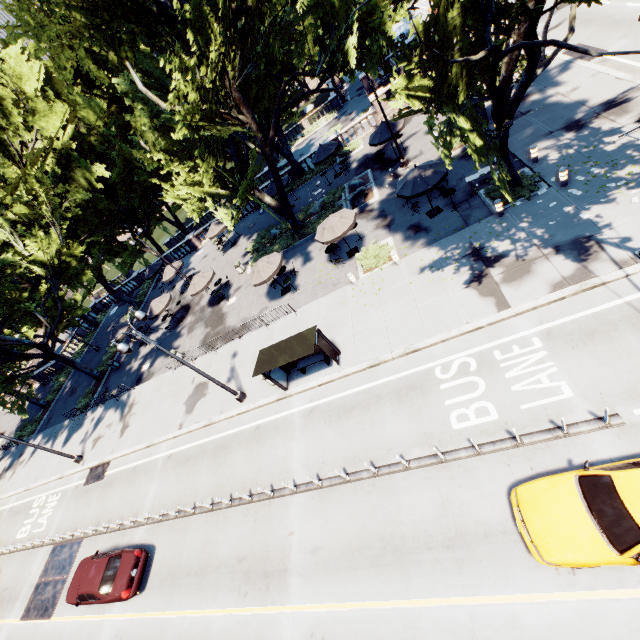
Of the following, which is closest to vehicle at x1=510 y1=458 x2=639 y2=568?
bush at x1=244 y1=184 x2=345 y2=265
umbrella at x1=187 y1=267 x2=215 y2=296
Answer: bush at x1=244 y1=184 x2=345 y2=265

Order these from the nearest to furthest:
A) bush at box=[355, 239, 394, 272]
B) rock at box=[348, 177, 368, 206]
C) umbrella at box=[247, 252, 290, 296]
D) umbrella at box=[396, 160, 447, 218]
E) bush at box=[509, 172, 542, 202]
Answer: bush at box=[509, 172, 542, 202] → umbrella at box=[396, 160, 447, 218] → bush at box=[355, 239, 394, 272] → umbrella at box=[247, 252, 290, 296] → rock at box=[348, 177, 368, 206]

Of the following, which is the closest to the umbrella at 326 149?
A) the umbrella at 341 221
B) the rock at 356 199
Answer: the rock at 356 199

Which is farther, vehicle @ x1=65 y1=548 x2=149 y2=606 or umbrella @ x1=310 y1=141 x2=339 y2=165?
umbrella @ x1=310 y1=141 x2=339 y2=165

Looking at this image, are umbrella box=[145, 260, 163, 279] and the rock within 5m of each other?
no

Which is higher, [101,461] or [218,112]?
[218,112]

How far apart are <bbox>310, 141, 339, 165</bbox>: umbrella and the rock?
5.0m

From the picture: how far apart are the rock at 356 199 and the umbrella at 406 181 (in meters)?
5.40
